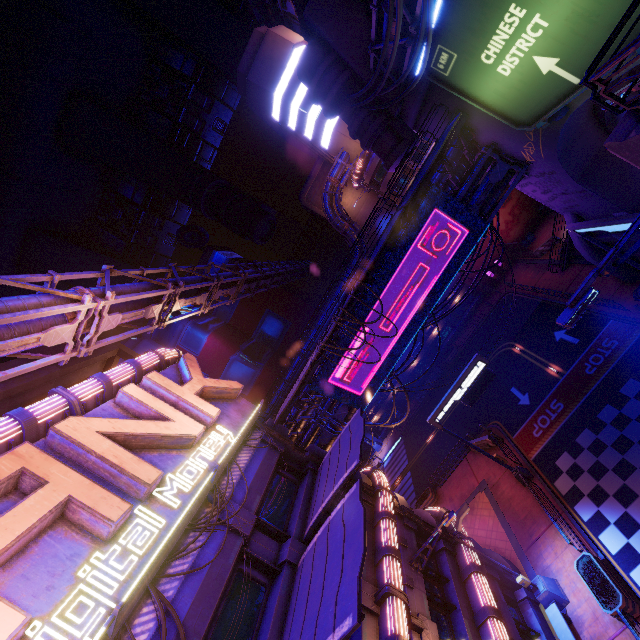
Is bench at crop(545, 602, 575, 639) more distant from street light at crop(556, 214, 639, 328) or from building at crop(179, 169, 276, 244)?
building at crop(179, 169, 276, 244)

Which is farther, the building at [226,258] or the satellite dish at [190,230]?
the building at [226,258]

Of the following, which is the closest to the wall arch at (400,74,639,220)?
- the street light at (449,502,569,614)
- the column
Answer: the street light at (449,502,569,614)

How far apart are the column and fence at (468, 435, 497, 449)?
24.5m

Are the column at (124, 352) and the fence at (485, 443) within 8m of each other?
no

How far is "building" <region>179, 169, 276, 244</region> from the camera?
54.56m

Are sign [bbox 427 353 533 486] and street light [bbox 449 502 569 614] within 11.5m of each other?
yes

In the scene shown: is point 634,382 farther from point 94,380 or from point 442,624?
point 94,380
